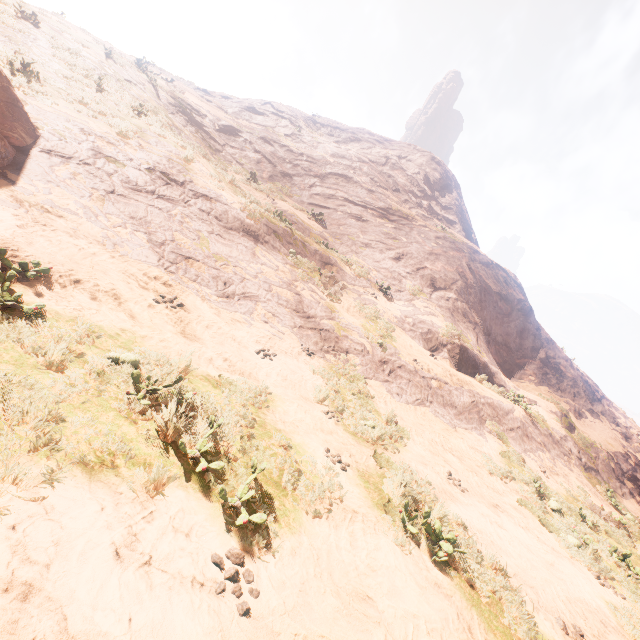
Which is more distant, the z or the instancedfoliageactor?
the instancedfoliageactor

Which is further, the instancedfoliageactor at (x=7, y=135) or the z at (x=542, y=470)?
the instancedfoliageactor at (x=7, y=135)

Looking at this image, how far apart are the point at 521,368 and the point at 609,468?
7.5 meters
